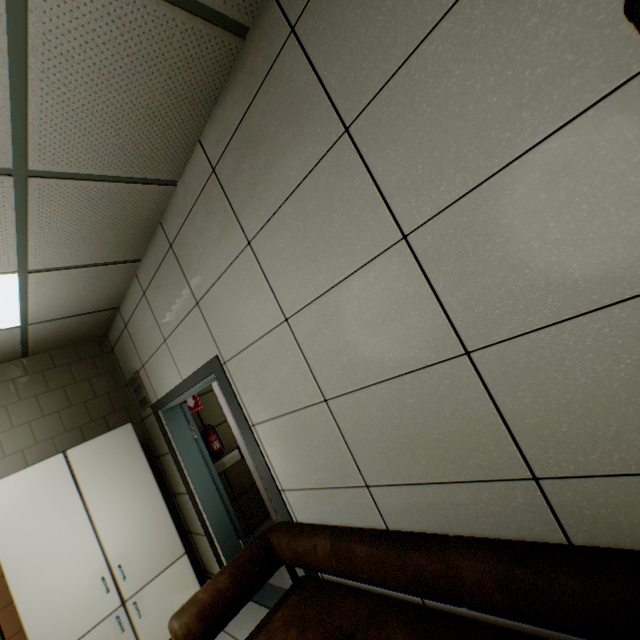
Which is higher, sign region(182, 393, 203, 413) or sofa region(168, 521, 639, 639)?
sign region(182, 393, 203, 413)

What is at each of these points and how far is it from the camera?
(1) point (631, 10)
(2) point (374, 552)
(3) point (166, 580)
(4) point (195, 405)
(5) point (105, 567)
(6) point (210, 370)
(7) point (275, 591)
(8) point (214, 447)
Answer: (1) cabinet, 0.6 meters
(2) sofa, 1.5 meters
(3) laboratory table, 3.2 meters
(4) sign, 4.6 meters
(5) cabinet, 2.9 meters
(6) door, 2.5 meters
(7) door, 3.1 meters
(8) fire extinguisher, 4.3 meters

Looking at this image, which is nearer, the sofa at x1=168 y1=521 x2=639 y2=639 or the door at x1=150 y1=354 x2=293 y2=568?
the sofa at x1=168 y1=521 x2=639 y2=639

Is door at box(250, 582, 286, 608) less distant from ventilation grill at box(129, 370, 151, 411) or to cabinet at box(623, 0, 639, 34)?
ventilation grill at box(129, 370, 151, 411)

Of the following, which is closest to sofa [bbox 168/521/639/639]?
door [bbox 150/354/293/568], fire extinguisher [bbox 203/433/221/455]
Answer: door [bbox 150/354/293/568]

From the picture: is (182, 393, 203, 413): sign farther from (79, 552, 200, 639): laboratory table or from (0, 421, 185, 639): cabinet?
(79, 552, 200, 639): laboratory table

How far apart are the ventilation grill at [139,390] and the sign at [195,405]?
0.60m

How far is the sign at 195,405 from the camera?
4.5 meters
